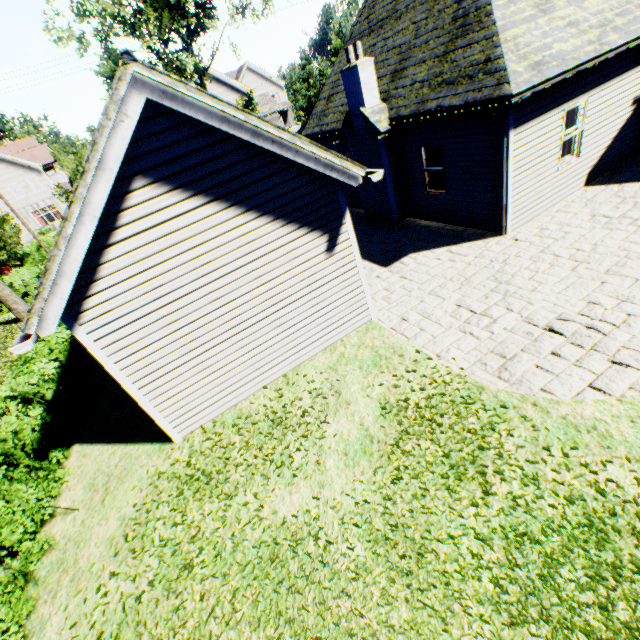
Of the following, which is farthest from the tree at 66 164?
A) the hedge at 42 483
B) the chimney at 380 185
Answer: the hedge at 42 483

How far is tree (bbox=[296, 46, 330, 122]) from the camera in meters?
35.6

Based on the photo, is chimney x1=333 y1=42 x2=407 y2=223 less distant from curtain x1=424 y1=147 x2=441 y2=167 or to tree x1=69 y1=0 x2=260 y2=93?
curtain x1=424 y1=147 x2=441 y2=167

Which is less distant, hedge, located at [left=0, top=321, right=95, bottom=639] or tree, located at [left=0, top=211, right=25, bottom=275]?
hedge, located at [left=0, top=321, right=95, bottom=639]

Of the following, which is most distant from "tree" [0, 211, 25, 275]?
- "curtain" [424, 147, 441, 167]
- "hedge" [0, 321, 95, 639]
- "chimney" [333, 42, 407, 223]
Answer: "curtain" [424, 147, 441, 167]

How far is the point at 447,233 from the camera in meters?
10.4 m

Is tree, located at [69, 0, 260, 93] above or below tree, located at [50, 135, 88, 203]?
above
